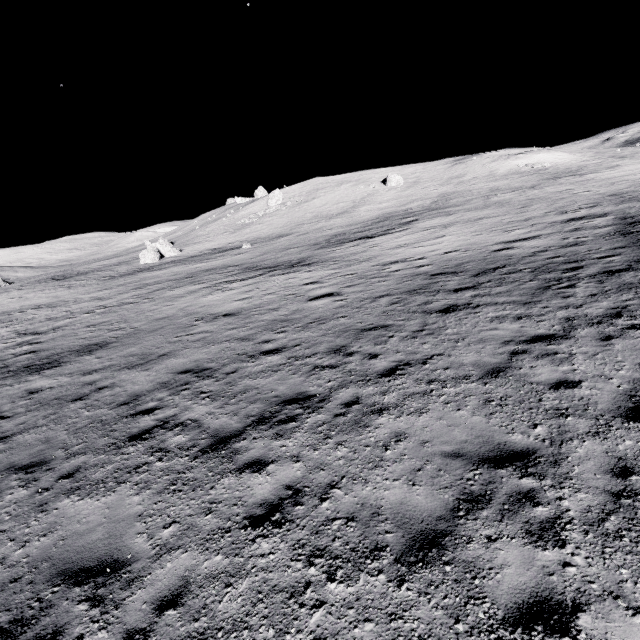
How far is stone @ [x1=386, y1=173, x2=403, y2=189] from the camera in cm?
5891

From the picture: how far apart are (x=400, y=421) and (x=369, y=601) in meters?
2.9

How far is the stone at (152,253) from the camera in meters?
46.8 m

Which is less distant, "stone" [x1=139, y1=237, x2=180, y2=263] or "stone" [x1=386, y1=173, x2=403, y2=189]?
"stone" [x1=139, y1=237, x2=180, y2=263]

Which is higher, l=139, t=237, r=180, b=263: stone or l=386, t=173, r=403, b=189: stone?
l=386, t=173, r=403, b=189: stone

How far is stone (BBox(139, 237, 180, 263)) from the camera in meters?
46.8

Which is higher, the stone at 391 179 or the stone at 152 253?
the stone at 391 179
